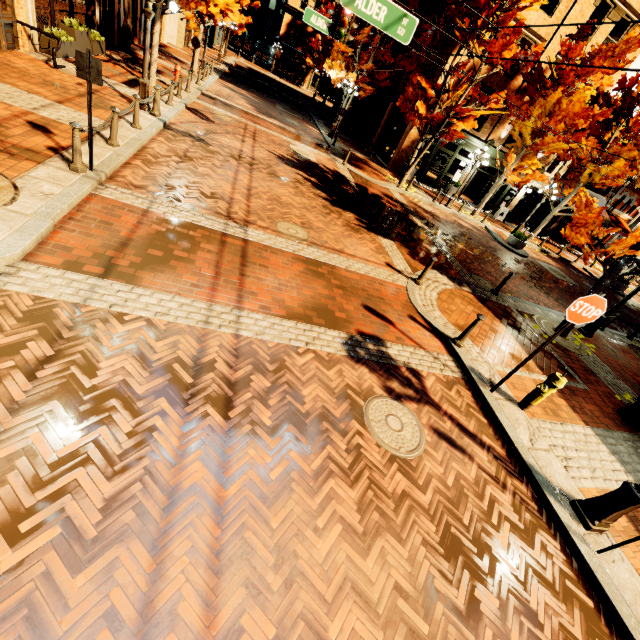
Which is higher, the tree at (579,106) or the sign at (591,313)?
the tree at (579,106)

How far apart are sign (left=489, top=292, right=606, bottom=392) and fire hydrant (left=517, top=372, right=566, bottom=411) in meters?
0.4

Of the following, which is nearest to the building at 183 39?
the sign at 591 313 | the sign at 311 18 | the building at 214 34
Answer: the building at 214 34

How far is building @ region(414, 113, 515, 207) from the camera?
20.9m

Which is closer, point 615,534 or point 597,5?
point 615,534

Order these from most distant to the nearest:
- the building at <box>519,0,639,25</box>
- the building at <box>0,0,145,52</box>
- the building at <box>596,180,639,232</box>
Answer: the building at <box>596,180,639,232</box> → the building at <box>519,0,639,25</box> → the building at <box>0,0,145,52</box>

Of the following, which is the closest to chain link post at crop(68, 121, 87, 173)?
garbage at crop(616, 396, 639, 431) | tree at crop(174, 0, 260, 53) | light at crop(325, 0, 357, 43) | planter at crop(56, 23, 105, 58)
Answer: tree at crop(174, 0, 260, 53)

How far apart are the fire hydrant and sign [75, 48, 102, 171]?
9.47m
